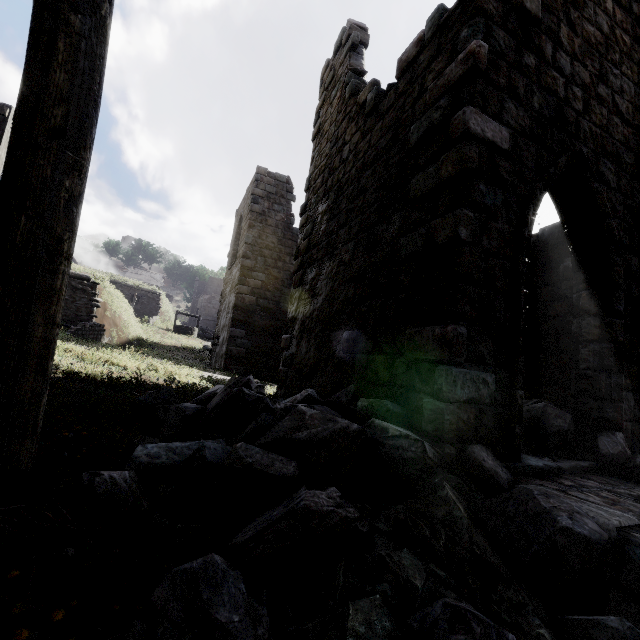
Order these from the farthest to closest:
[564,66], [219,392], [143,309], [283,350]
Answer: [143,309]
[283,350]
[564,66]
[219,392]

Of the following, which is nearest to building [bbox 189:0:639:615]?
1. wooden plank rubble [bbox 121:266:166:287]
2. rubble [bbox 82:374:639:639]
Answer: rubble [bbox 82:374:639:639]

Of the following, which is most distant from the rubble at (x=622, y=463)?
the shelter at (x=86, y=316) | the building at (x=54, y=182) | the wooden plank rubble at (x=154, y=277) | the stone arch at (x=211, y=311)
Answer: the wooden plank rubble at (x=154, y=277)

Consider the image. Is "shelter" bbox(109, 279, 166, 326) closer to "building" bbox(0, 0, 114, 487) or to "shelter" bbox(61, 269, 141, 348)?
"shelter" bbox(61, 269, 141, 348)

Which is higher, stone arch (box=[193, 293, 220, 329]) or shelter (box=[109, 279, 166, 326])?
stone arch (box=[193, 293, 220, 329])

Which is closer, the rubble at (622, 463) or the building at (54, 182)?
the building at (54, 182)

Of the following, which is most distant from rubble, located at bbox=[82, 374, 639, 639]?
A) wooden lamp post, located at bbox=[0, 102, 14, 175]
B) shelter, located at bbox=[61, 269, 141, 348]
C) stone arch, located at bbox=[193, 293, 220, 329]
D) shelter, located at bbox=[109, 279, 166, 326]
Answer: stone arch, located at bbox=[193, 293, 220, 329]

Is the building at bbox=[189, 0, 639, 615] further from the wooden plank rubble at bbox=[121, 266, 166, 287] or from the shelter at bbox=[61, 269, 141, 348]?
the wooden plank rubble at bbox=[121, 266, 166, 287]
